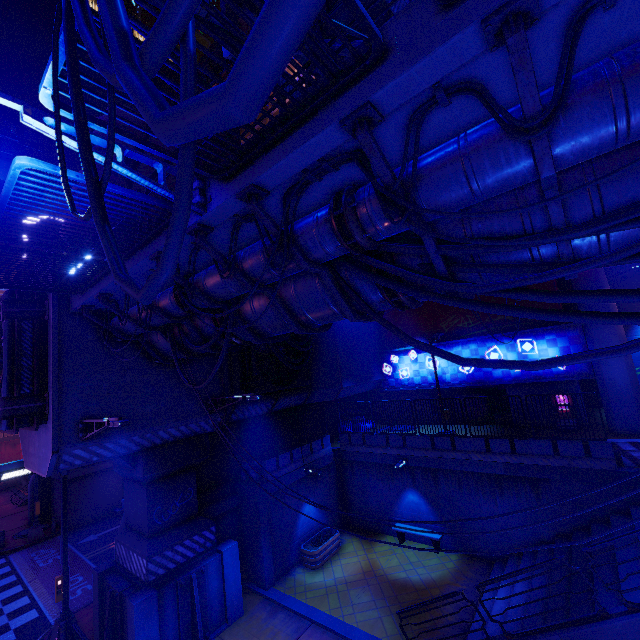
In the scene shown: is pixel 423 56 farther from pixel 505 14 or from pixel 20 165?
pixel 20 165

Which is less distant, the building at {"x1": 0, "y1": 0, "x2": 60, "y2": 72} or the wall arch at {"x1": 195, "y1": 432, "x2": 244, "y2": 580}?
the wall arch at {"x1": 195, "y1": 432, "x2": 244, "y2": 580}

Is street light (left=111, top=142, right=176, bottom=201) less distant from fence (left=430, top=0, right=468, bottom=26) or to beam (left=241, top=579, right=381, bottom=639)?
fence (left=430, top=0, right=468, bottom=26)

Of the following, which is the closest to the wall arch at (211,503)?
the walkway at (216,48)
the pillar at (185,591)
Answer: the pillar at (185,591)

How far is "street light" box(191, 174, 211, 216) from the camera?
5.2 meters

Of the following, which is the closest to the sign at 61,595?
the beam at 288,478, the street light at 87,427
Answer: the street light at 87,427

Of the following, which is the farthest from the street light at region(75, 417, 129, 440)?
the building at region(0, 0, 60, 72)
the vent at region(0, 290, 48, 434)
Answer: the building at region(0, 0, 60, 72)

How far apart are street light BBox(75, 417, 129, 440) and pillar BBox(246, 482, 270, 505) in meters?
7.4 m
